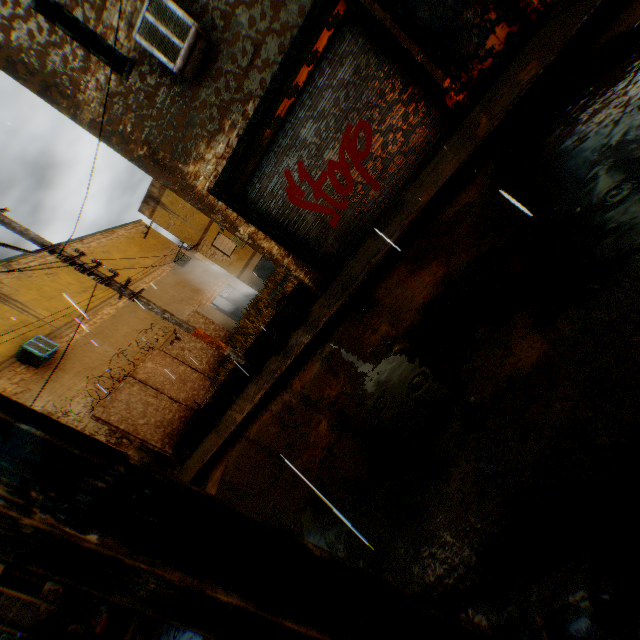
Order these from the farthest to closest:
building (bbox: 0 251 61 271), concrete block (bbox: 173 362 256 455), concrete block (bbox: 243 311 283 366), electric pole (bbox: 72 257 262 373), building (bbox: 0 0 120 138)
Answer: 1. building (bbox: 0 251 61 271)
2. concrete block (bbox: 173 362 256 455)
3. concrete block (bbox: 243 311 283 366)
4. electric pole (bbox: 72 257 262 373)
5. building (bbox: 0 0 120 138)

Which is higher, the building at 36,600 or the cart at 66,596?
the building at 36,600

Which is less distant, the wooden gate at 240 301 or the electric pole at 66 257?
the electric pole at 66 257

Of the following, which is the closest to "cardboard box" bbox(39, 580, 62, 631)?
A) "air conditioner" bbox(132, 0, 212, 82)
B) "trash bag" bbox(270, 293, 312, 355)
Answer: "trash bag" bbox(270, 293, 312, 355)

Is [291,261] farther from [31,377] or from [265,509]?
[31,377]

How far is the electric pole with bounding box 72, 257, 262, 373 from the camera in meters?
7.6 m

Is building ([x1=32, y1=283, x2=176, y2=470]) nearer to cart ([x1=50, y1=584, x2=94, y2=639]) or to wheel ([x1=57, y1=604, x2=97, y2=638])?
cart ([x1=50, y1=584, x2=94, y2=639])

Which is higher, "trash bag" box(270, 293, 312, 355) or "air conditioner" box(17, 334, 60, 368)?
"air conditioner" box(17, 334, 60, 368)
